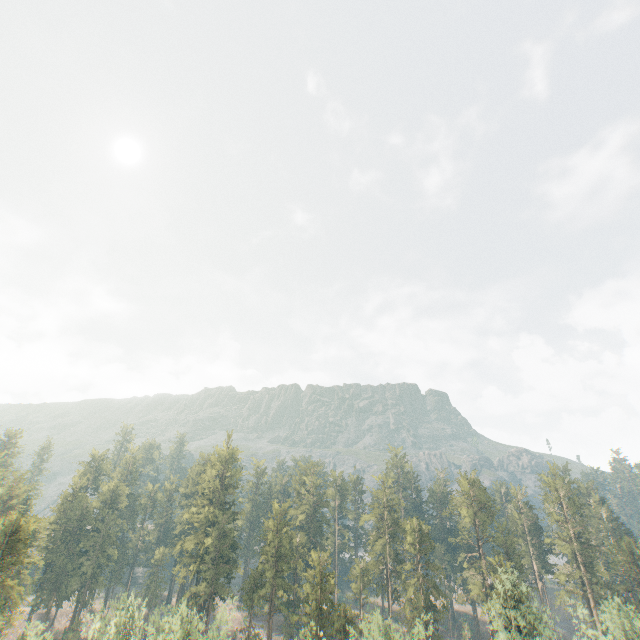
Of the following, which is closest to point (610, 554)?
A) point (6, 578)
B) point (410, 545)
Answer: point (410, 545)

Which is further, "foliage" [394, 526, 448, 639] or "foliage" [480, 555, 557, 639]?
"foliage" [480, 555, 557, 639]

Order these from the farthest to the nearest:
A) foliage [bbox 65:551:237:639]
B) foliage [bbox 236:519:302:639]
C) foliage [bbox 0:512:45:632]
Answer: foliage [bbox 236:519:302:639] < foliage [bbox 0:512:45:632] < foliage [bbox 65:551:237:639]

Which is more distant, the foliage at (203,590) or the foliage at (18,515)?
the foliage at (18,515)

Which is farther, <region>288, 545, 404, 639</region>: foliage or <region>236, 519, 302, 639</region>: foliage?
<region>236, 519, 302, 639</region>: foliage

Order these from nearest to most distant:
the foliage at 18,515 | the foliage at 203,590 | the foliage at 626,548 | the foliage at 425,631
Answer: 1. the foliage at 203,590
2. the foliage at 425,631
3. the foliage at 18,515
4. the foliage at 626,548
